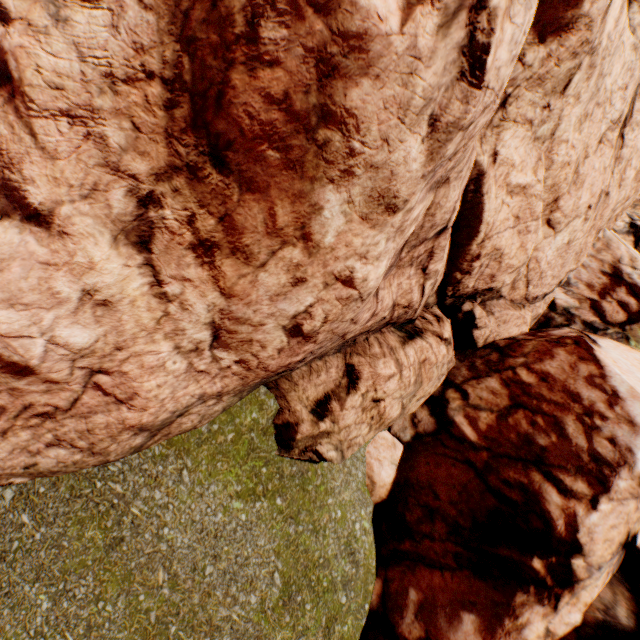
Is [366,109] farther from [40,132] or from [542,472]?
[542,472]
